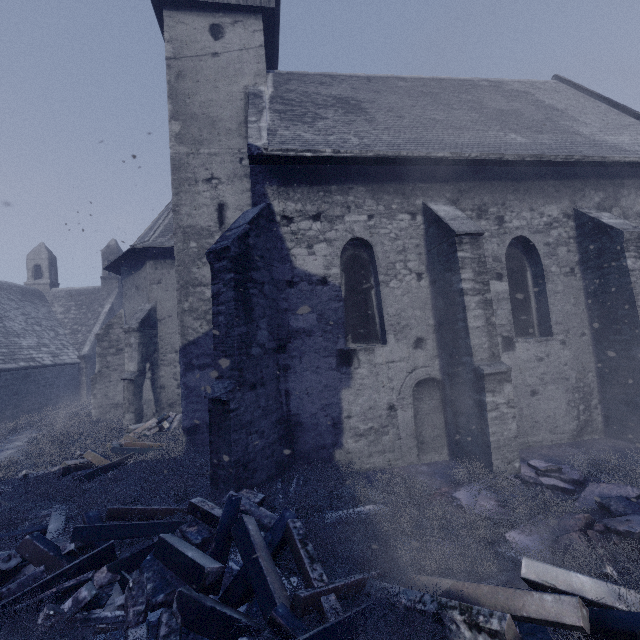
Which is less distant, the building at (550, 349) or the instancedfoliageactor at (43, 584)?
the instancedfoliageactor at (43, 584)

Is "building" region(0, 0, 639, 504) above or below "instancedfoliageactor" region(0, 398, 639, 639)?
above

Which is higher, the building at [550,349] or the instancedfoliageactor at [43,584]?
the building at [550,349]

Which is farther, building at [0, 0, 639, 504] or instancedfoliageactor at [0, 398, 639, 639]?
building at [0, 0, 639, 504]

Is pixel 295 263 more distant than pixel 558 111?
No
